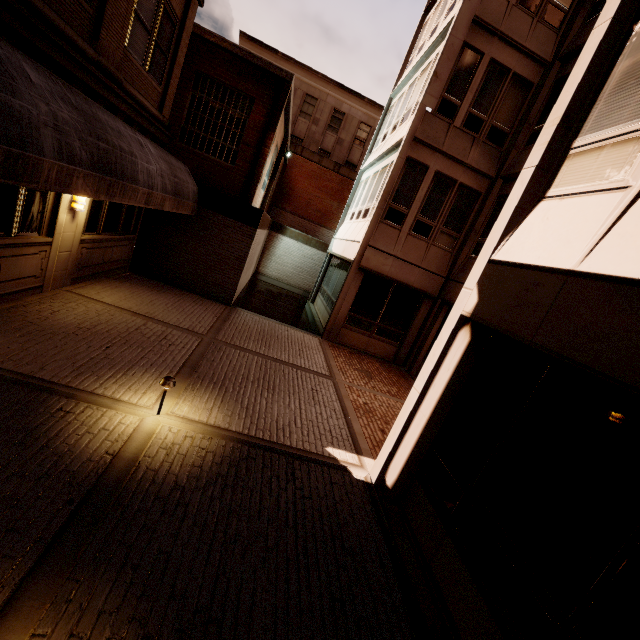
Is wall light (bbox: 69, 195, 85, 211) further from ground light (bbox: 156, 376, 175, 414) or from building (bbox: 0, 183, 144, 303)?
ground light (bbox: 156, 376, 175, 414)

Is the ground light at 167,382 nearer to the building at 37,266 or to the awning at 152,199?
the awning at 152,199

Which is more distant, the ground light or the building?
the building

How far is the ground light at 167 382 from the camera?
4.5 meters

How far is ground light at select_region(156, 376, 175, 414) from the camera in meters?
4.5

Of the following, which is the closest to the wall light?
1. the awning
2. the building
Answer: the building

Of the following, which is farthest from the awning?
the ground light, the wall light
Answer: the ground light

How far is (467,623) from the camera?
3.20m
